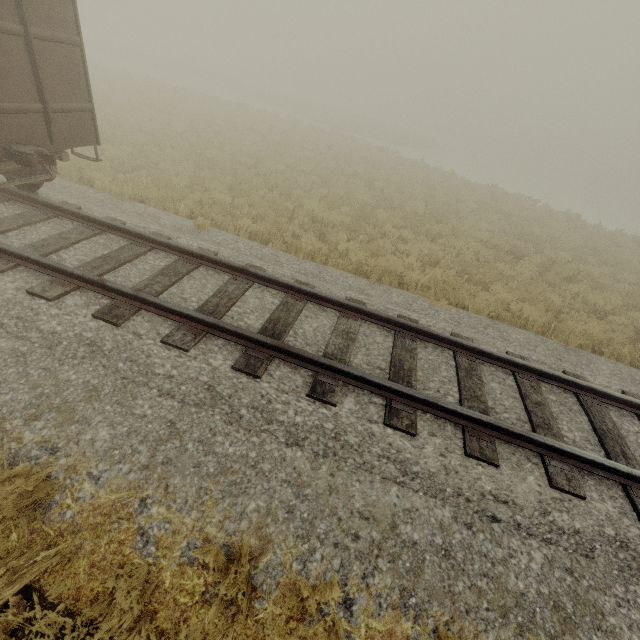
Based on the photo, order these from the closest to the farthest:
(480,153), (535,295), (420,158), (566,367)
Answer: (566,367) → (535,295) → (420,158) → (480,153)
